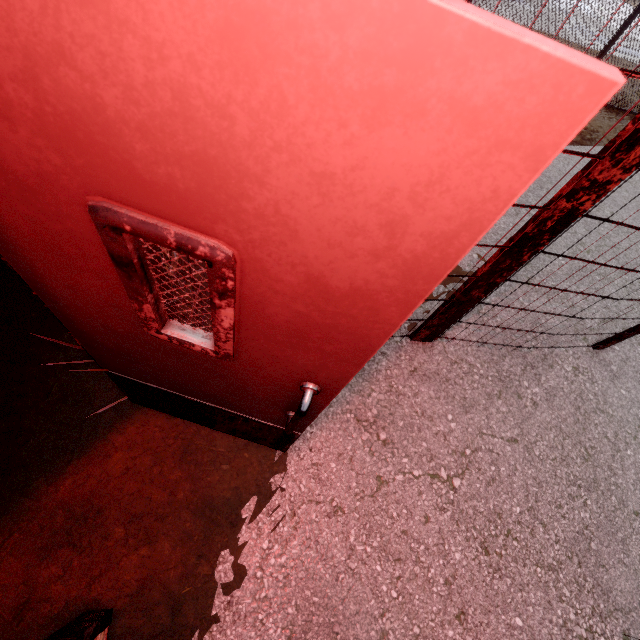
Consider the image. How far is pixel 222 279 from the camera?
0.6m

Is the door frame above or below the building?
below

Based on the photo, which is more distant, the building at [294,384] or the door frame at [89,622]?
the door frame at [89,622]

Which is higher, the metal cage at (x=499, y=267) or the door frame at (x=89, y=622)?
the metal cage at (x=499, y=267)

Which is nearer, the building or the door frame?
the building

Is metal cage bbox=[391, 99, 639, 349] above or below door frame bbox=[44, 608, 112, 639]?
above

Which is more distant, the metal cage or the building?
the metal cage
